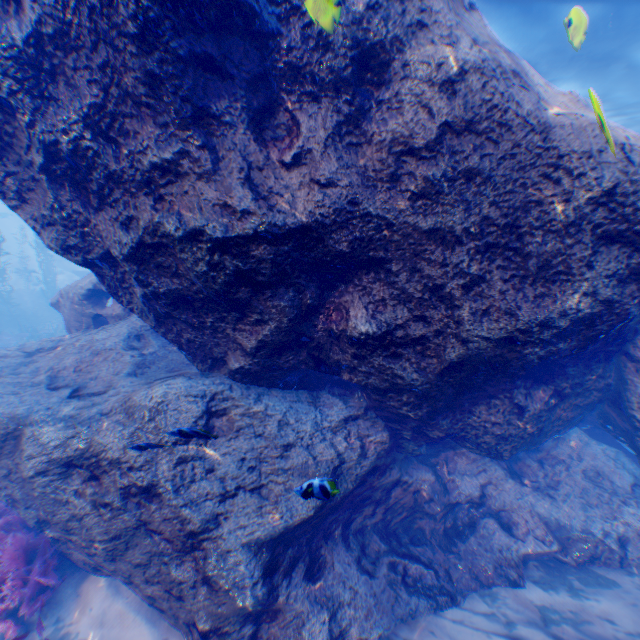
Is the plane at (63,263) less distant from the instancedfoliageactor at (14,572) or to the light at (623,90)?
the light at (623,90)

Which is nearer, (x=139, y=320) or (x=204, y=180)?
(x=204, y=180)

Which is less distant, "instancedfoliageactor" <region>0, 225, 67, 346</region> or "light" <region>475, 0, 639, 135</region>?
"light" <region>475, 0, 639, 135</region>

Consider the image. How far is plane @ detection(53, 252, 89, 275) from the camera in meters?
25.6

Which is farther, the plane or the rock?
the plane

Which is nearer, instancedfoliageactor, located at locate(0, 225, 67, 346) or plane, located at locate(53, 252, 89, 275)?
instancedfoliageactor, located at locate(0, 225, 67, 346)

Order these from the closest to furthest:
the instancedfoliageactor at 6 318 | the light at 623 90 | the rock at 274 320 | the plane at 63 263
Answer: the rock at 274 320, the light at 623 90, the instancedfoliageactor at 6 318, the plane at 63 263

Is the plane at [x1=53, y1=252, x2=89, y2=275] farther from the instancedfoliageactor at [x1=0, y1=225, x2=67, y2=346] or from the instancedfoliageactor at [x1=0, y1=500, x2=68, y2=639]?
the instancedfoliageactor at [x1=0, y1=500, x2=68, y2=639]
